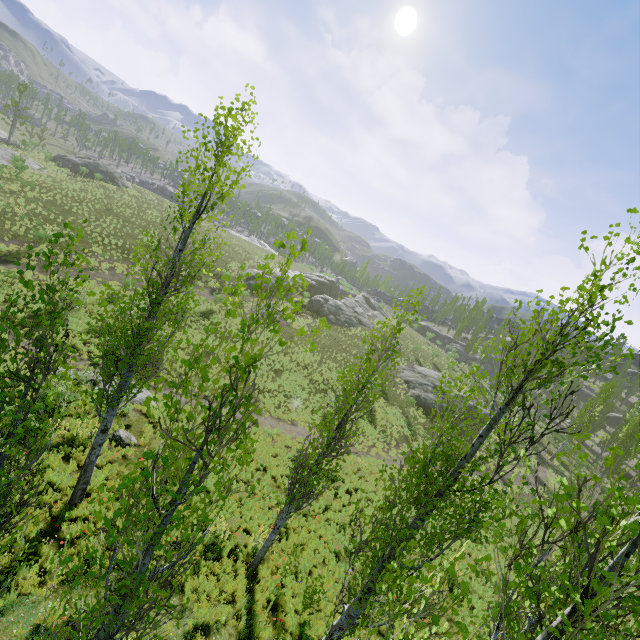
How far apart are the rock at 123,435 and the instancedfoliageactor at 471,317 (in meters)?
54.33

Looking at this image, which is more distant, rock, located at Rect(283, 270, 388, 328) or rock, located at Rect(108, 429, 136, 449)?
rock, located at Rect(283, 270, 388, 328)

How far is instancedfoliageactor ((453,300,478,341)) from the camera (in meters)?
56.81

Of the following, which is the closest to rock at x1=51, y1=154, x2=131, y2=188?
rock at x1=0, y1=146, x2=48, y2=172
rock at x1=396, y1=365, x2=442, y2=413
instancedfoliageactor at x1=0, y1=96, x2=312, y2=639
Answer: rock at x1=0, y1=146, x2=48, y2=172

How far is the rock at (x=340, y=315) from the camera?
44.5m

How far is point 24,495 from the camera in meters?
3.9 m

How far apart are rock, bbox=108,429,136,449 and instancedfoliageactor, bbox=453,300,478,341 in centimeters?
5433cm

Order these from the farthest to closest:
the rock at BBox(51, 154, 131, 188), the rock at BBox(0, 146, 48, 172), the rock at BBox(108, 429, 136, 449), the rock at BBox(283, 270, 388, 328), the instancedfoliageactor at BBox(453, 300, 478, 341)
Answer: A: the instancedfoliageactor at BBox(453, 300, 478, 341), the rock at BBox(51, 154, 131, 188), the rock at BBox(283, 270, 388, 328), the rock at BBox(0, 146, 48, 172), the rock at BBox(108, 429, 136, 449)
